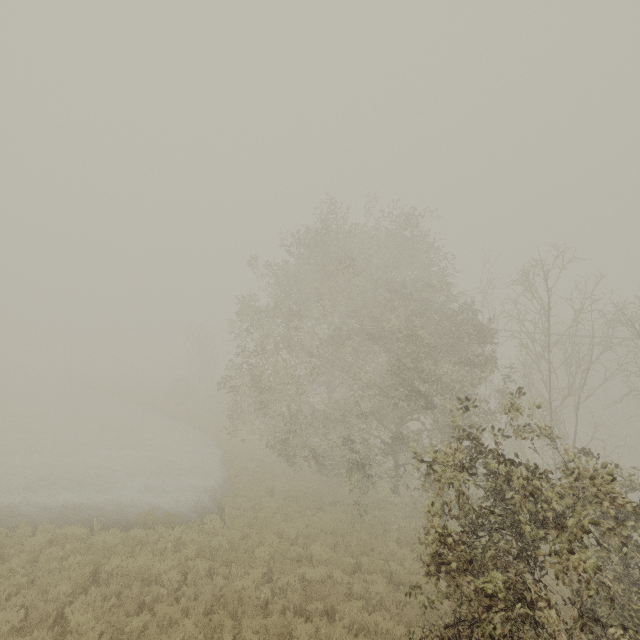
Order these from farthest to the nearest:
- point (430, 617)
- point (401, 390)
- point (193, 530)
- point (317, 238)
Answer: point (317, 238) < point (401, 390) < point (193, 530) < point (430, 617)
